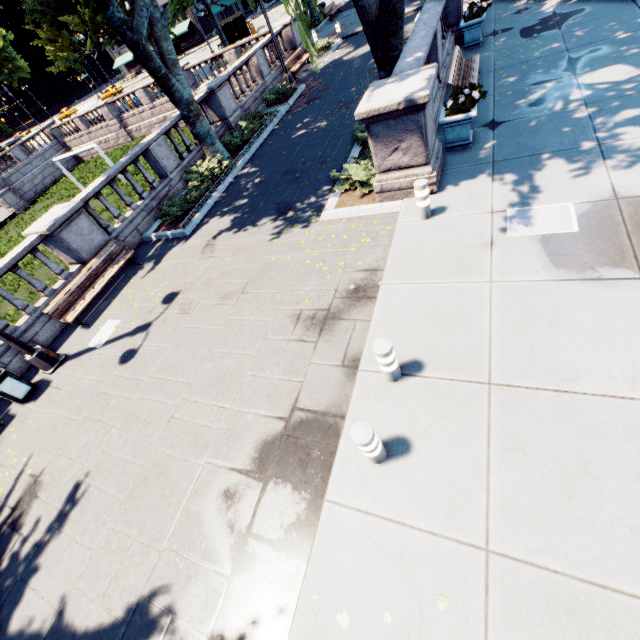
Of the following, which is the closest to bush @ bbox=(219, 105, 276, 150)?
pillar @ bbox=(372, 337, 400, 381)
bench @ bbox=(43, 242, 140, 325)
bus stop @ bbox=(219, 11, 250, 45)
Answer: bench @ bbox=(43, 242, 140, 325)

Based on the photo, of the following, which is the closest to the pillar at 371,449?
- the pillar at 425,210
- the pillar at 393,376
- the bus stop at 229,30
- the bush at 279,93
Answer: the pillar at 393,376

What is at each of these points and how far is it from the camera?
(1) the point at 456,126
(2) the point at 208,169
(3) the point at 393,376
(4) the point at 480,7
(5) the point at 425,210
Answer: (1) planter, 7.72m
(2) bush, 13.06m
(3) pillar, 4.71m
(4) plant, 11.20m
(5) pillar, 6.73m

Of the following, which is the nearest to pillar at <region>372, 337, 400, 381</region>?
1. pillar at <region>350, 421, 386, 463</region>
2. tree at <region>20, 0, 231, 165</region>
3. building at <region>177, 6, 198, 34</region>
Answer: pillar at <region>350, 421, 386, 463</region>

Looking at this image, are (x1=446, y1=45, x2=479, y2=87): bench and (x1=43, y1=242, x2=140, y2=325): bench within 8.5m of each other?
no

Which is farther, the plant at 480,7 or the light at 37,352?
the plant at 480,7

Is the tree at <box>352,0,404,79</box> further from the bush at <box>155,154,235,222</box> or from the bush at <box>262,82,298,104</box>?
the bush at <box>262,82,298,104</box>

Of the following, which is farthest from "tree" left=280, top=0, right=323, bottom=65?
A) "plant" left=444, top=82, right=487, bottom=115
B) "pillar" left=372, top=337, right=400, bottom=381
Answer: "pillar" left=372, top=337, right=400, bottom=381
